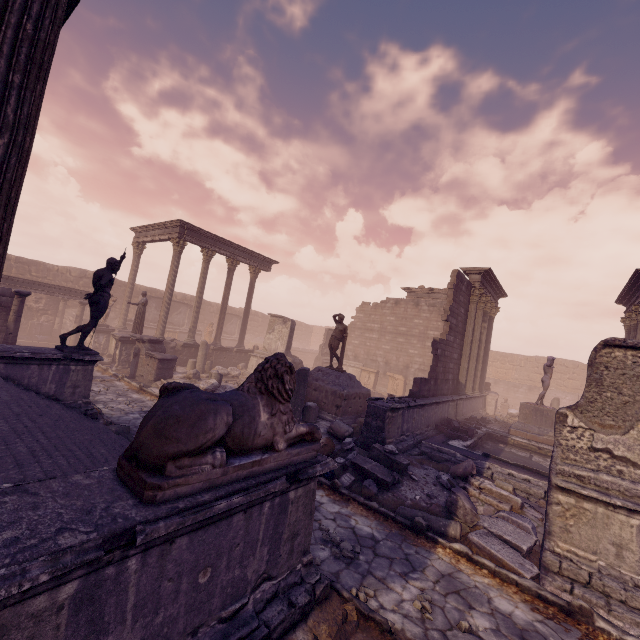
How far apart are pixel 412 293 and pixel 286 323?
10.4m

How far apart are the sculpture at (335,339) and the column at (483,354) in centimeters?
853cm

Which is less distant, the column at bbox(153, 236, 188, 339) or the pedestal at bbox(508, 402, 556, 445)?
the pedestal at bbox(508, 402, 556, 445)

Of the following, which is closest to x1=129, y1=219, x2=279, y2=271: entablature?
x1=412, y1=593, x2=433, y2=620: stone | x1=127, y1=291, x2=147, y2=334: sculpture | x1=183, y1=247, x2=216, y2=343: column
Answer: x1=183, y1=247, x2=216, y2=343: column

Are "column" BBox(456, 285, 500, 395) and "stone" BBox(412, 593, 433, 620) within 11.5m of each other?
no

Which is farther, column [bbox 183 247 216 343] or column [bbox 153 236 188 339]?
column [bbox 183 247 216 343]

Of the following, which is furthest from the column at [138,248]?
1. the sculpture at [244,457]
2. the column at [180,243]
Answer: the sculpture at [244,457]

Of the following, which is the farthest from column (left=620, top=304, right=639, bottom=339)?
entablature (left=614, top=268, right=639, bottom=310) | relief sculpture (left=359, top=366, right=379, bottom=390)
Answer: relief sculpture (left=359, top=366, right=379, bottom=390)
